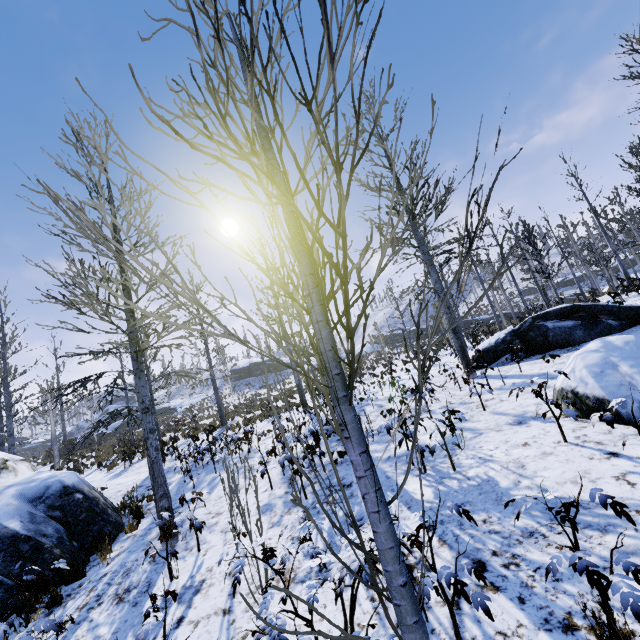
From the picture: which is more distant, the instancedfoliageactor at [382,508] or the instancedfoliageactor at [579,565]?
the instancedfoliageactor at [579,565]

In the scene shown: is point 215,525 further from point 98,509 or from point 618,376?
point 618,376

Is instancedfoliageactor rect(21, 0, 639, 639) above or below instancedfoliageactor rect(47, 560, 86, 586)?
above

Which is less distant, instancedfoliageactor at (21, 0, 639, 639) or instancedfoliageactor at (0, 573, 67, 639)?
instancedfoliageactor at (21, 0, 639, 639)

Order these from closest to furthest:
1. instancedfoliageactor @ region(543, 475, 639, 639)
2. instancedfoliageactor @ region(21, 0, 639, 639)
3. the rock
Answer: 1. instancedfoliageactor @ region(21, 0, 639, 639)
2. instancedfoliageactor @ region(543, 475, 639, 639)
3. the rock

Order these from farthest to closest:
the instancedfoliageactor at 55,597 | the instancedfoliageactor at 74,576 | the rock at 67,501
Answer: the rock at 67,501 < the instancedfoliageactor at 74,576 < the instancedfoliageactor at 55,597

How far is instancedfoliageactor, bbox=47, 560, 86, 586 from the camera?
4.88m
